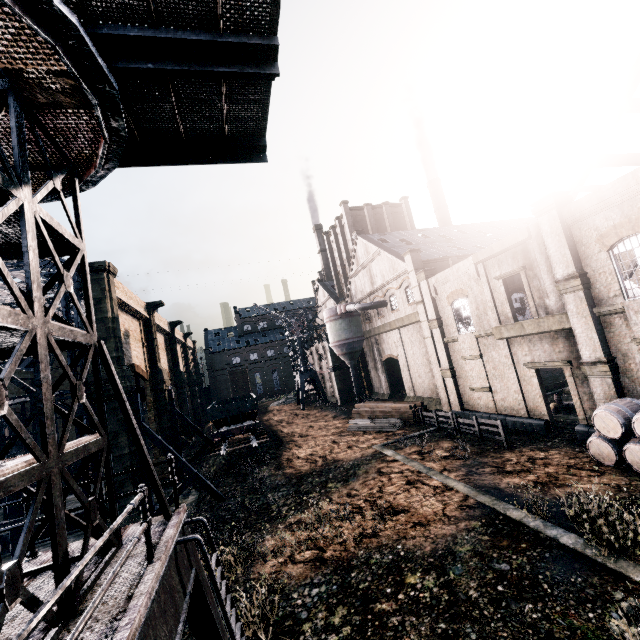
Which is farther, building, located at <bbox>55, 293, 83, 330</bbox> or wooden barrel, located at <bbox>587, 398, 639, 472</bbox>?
building, located at <bbox>55, 293, 83, 330</bbox>

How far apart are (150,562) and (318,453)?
23.93m

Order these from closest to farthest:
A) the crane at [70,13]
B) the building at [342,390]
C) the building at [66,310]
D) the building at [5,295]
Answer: the crane at [70,13] → the building at [66,310] → the building at [5,295] → the building at [342,390]

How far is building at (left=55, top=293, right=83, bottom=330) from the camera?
22.30m

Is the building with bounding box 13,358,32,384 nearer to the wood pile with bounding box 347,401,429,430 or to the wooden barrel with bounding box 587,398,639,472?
the wooden barrel with bounding box 587,398,639,472

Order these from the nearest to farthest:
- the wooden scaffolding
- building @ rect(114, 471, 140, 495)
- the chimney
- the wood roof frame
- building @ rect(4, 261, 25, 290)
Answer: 1. the wooden scaffolding
2. the wood roof frame
3. building @ rect(114, 471, 140, 495)
4. building @ rect(4, 261, 25, 290)
5. the chimney

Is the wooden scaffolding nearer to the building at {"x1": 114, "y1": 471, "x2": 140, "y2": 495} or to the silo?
the building at {"x1": 114, "y1": 471, "x2": 140, "y2": 495}

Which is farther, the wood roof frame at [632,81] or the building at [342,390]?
the building at [342,390]
